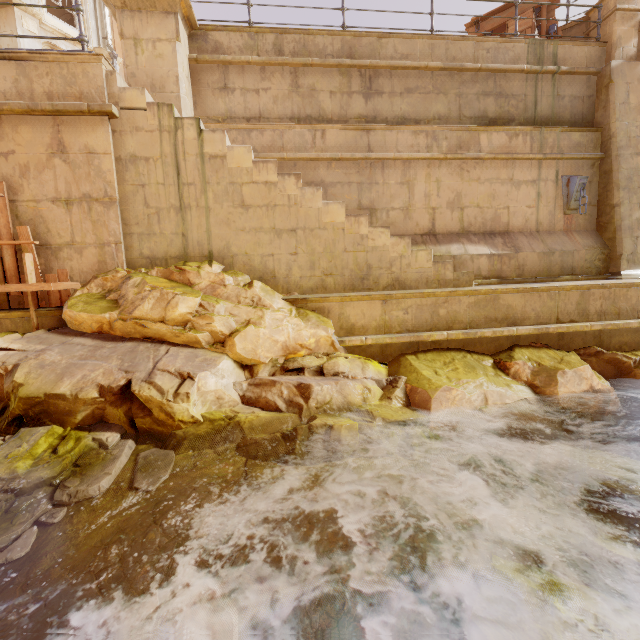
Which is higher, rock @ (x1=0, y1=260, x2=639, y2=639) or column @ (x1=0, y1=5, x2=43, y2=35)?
column @ (x1=0, y1=5, x2=43, y2=35)

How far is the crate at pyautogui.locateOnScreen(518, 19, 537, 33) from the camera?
8.47m

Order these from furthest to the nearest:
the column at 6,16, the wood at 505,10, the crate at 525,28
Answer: the column at 6,16, the wood at 505,10, the crate at 525,28

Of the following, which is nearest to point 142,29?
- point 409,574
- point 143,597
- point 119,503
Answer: point 119,503

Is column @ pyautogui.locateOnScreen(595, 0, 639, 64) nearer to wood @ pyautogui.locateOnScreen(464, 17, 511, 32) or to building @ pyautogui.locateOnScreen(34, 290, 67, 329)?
wood @ pyautogui.locateOnScreen(464, 17, 511, 32)

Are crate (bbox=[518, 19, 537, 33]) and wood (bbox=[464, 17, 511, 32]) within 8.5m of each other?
yes

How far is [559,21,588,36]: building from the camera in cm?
869

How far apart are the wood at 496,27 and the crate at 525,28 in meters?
0.0
